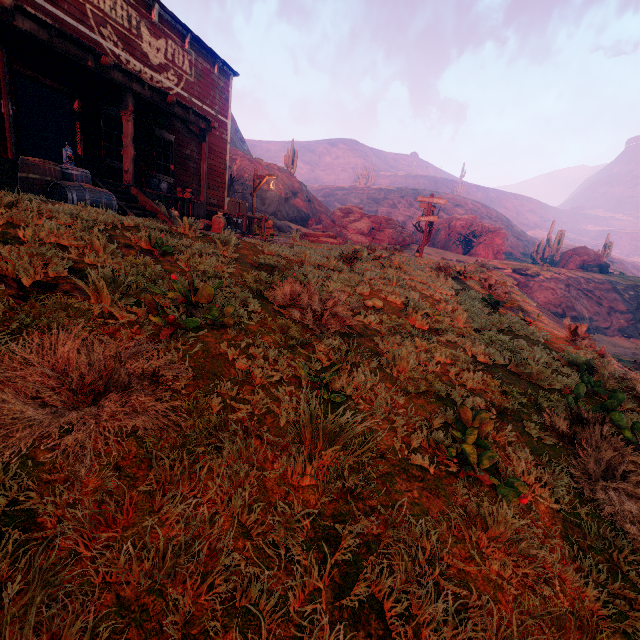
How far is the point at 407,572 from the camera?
1.8 meters

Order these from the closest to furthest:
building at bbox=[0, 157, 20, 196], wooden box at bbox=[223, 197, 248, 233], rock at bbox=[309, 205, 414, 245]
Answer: building at bbox=[0, 157, 20, 196]
wooden box at bbox=[223, 197, 248, 233]
rock at bbox=[309, 205, 414, 245]

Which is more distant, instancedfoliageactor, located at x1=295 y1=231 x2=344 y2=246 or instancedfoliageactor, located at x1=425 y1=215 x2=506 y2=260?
instancedfoliageactor, located at x1=425 y1=215 x2=506 y2=260

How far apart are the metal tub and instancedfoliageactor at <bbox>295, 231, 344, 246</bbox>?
8.68m

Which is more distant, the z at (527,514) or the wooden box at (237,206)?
the wooden box at (237,206)

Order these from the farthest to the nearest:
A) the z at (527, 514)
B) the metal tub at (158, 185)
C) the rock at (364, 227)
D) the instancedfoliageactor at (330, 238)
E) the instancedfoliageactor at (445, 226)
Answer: the instancedfoliageactor at (445, 226) < the rock at (364, 227) < the instancedfoliageactor at (330, 238) < the metal tub at (158, 185) < the z at (527, 514)

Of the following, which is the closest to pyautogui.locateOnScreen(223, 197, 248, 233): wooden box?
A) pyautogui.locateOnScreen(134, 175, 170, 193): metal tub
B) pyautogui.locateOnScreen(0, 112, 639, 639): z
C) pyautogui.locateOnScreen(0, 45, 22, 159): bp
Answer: pyautogui.locateOnScreen(134, 175, 170, 193): metal tub

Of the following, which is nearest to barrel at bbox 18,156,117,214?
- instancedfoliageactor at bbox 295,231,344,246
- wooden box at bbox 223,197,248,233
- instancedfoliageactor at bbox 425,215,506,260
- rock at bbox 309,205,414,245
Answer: wooden box at bbox 223,197,248,233
